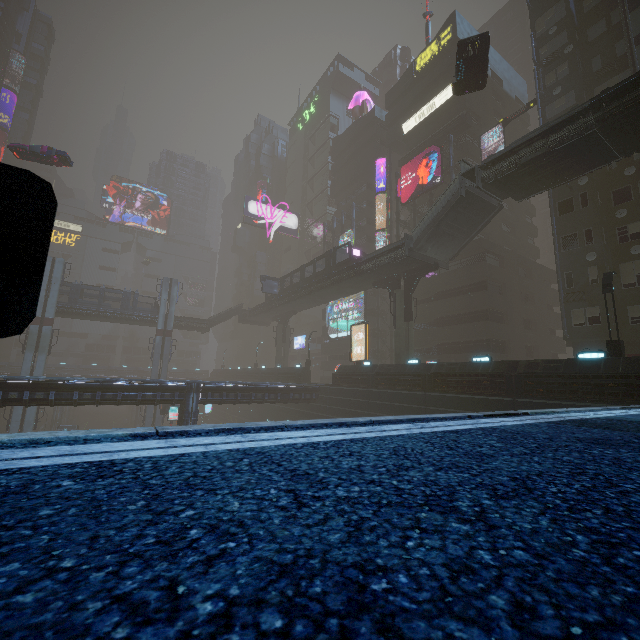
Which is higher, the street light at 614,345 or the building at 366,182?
the building at 366,182

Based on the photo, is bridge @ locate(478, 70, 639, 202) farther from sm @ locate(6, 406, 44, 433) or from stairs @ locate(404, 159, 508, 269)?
sm @ locate(6, 406, 44, 433)

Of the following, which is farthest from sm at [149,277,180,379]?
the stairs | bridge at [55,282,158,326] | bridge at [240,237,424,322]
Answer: the stairs

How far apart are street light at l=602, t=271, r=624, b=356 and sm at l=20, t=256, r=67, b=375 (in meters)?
54.47

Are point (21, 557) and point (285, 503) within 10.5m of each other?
yes

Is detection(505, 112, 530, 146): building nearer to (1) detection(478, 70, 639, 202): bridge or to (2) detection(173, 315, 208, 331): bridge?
(1) detection(478, 70, 639, 202): bridge

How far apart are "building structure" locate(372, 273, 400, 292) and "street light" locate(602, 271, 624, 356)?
15.51m

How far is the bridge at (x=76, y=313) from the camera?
43.3 meters
